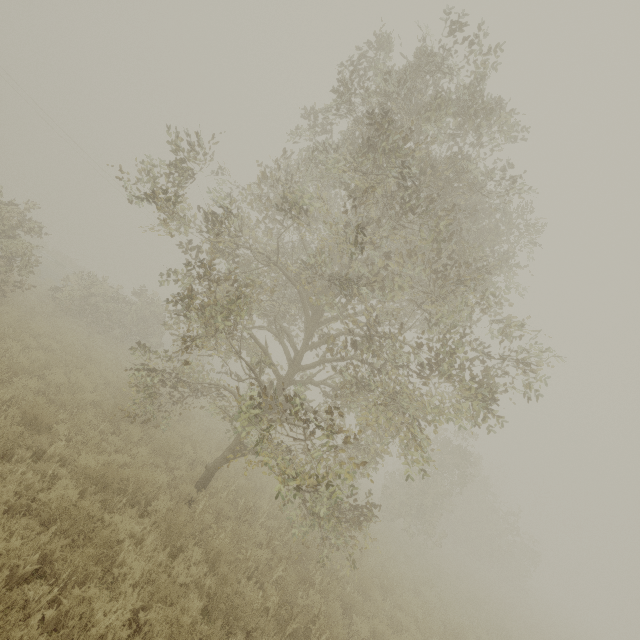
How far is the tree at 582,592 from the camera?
57.28m

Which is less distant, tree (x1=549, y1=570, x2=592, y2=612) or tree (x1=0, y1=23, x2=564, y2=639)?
tree (x1=0, y1=23, x2=564, y2=639)

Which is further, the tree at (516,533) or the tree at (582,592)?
the tree at (582,592)

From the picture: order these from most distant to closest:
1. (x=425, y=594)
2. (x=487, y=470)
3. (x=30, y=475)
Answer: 1. (x=487, y=470)
2. (x=425, y=594)
3. (x=30, y=475)

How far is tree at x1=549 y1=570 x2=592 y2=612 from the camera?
57.28m
